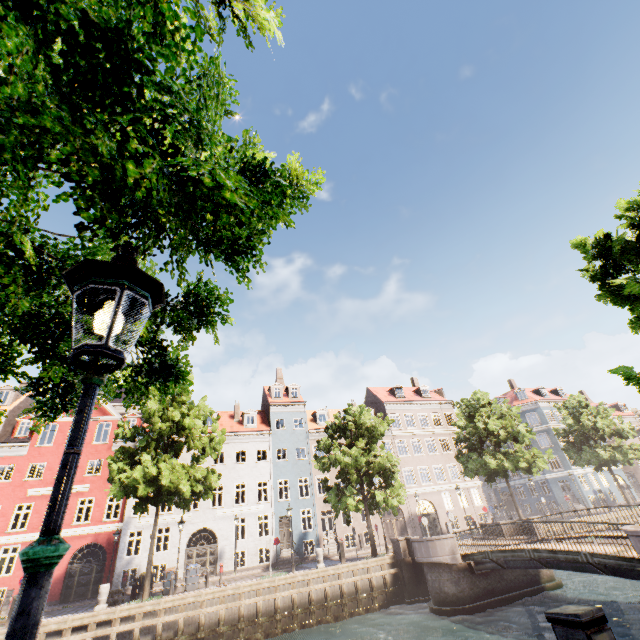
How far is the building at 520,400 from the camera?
41.8m

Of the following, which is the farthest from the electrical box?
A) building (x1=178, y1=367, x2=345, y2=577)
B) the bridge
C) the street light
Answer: building (x1=178, y1=367, x2=345, y2=577)

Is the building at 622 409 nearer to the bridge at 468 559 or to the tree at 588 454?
the tree at 588 454

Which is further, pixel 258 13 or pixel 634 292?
pixel 634 292

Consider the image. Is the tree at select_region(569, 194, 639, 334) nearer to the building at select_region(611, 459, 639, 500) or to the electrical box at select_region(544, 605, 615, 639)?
the electrical box at select_region(544, 605, 615, 639)

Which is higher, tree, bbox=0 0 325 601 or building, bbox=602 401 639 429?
building, bbox=602 401 639 429

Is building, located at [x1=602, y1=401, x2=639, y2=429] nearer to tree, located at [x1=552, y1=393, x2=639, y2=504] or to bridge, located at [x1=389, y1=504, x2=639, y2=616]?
tree, located at [x1=552, y1=393, x2=639, y2=504]

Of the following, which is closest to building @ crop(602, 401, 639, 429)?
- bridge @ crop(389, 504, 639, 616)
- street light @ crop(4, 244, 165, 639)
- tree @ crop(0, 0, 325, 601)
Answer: tree @ crop(0, 0, 325, 601)
